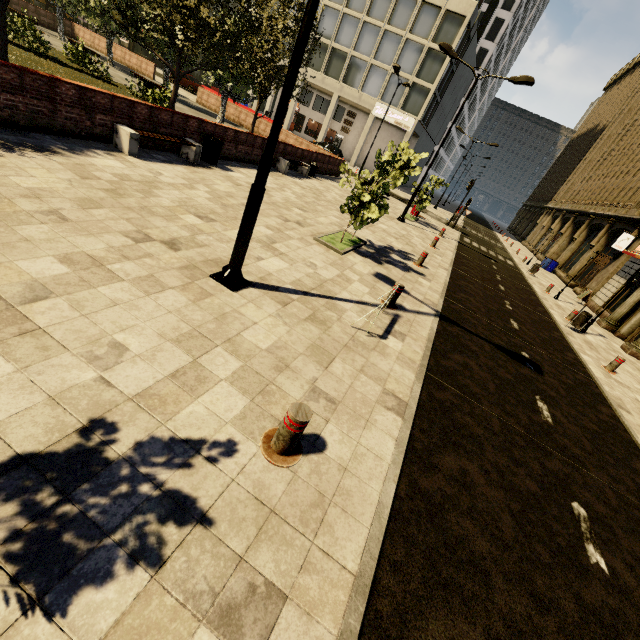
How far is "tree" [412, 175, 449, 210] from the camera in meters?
19.9 m

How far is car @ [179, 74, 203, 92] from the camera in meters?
33.0

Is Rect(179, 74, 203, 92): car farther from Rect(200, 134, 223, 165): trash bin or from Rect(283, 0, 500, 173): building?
Rect(200, 134, 223, 165): trash bin

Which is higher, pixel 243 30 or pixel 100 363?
pixel 243 30

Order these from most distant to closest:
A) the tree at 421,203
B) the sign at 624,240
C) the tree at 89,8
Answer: the sign at 624,240 → the tree at 421,203 → the tree at 89,8

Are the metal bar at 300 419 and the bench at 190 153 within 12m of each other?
yes

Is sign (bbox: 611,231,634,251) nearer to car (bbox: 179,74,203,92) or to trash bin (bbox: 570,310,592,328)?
trash bin (bbox: 570,310,592,328)

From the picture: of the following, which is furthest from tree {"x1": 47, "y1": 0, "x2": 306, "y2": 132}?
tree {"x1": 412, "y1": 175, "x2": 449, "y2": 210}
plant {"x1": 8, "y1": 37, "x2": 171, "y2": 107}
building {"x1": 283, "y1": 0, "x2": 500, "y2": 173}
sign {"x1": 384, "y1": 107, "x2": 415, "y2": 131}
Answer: sign {"x1": 384, "y1": 107, "x2": 415, "y2": 131}
